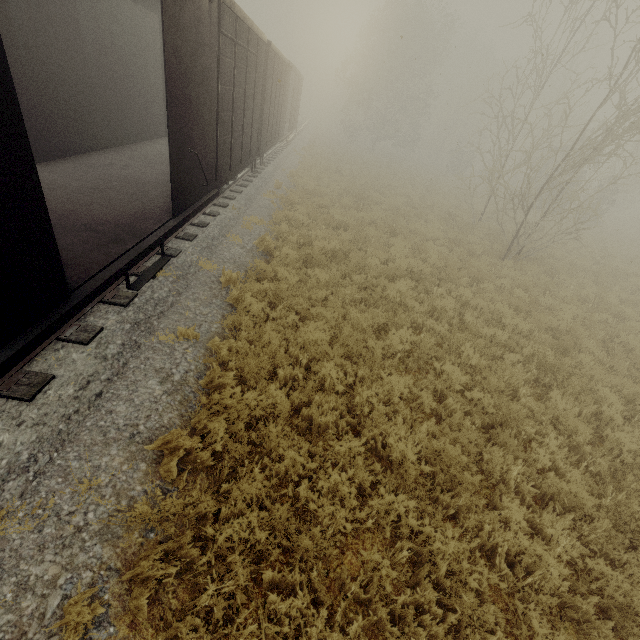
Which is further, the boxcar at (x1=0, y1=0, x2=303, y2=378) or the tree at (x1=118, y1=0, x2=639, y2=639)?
the tree at (x1=118, y1=0, x2=639, y2=639)

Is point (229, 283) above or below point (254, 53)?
below

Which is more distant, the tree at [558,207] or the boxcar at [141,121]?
the tree at [558,207]
